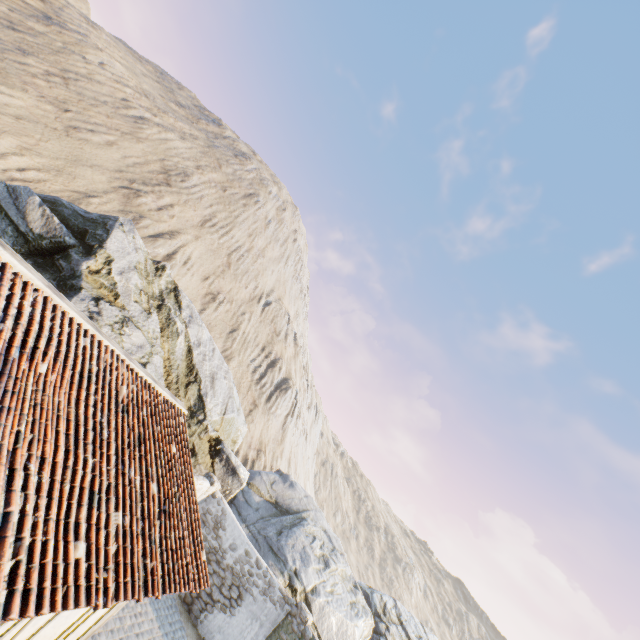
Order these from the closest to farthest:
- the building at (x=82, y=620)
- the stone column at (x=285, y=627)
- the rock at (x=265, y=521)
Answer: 1. the building at (x=82, y=620)
2. the stone column at (x=285, y=627)
3. the rock at (x=265, y=521)

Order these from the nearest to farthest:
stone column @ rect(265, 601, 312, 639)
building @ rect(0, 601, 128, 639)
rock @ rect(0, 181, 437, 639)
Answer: building @ rect(0, 601, 128, 639) < stone column @ rect(265, 601, 312, 639) < rock @ rect(0, 181, 437, 639)

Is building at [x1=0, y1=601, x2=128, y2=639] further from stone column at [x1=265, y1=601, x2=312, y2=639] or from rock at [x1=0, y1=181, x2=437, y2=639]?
stone column at [x1=265, y1=601, x2=312, y2=639]

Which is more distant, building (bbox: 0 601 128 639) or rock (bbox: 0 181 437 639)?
rock (bbox: 0 181 437 639)

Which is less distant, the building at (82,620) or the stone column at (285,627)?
the building at (82,620)

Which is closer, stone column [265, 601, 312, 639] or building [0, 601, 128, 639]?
building [0, 601, 128, 639]

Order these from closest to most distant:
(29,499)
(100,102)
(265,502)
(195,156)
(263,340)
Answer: (29,499) < (265,502) < (100,102) < (263,340) < (195,156)
